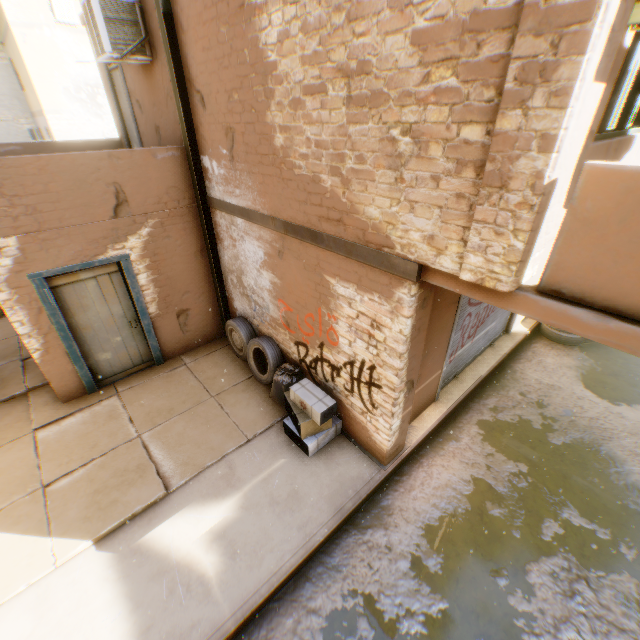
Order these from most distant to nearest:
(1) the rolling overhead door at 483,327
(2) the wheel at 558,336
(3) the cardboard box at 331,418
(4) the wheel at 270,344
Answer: (2) the wheel at 558,336 < (4) the wheel at 270,344 < (1) the rolling overhead door at 483,327 < (3) the cardboard box at 331,418

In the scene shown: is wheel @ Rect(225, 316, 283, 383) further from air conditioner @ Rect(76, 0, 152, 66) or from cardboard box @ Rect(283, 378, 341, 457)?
air conditioner @ Rect(76, 0, 152, 66)

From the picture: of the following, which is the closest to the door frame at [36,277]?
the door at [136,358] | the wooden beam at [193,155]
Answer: the door at [136,358]

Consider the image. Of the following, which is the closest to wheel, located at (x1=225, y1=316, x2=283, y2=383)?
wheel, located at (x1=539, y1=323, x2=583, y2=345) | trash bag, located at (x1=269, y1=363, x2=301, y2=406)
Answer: trash bag, located at (x1=269, y1=363, x2=301, y2=406)

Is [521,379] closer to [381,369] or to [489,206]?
[381,369]

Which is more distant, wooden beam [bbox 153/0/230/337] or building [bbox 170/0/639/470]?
wooden beam [bbox 153/0/230/337]

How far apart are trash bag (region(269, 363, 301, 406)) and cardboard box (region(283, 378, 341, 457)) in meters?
0.1

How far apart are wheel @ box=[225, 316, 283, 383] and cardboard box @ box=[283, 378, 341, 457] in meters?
0.4
